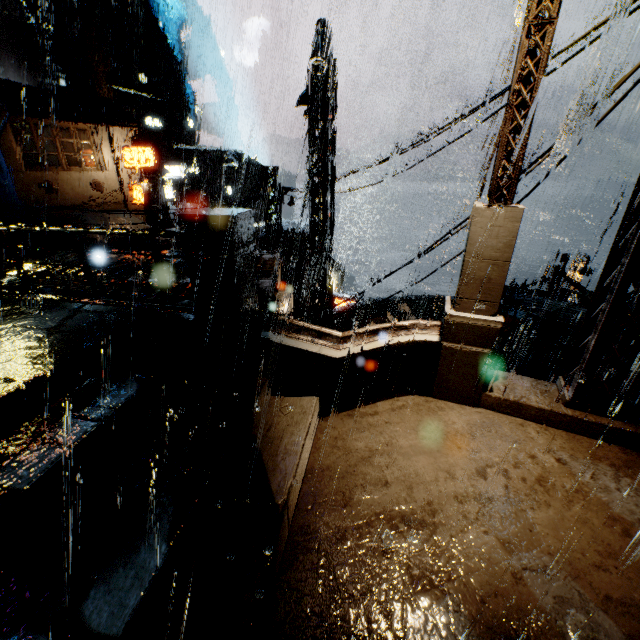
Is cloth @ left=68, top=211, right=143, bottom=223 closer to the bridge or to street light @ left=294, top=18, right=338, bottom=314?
the bridge

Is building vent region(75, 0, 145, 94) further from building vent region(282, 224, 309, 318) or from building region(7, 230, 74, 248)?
building vent region(282, 224, 309, 318)

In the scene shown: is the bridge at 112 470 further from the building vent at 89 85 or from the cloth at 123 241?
the building vent at 89 85

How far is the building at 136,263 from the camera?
10.99m

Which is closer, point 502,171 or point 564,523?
point 564,523

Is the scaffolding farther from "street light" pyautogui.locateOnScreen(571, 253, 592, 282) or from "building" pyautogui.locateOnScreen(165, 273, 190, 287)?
"street light" pyautogui.locateOnScreen(571, 253, 592, 282)

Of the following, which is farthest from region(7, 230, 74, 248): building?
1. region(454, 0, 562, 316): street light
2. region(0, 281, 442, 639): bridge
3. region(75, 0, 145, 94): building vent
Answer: Result: region(75, 0, 145, 94): building vent

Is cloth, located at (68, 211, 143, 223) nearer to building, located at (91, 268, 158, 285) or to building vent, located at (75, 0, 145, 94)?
building, located at (91, 268, 158, 285)
